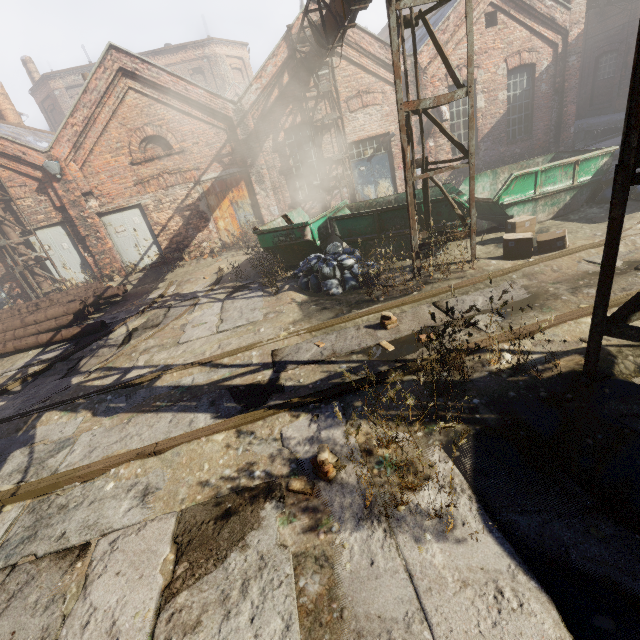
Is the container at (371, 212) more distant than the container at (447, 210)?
Yes

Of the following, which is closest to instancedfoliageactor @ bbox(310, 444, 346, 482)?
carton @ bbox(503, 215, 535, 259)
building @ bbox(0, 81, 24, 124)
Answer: carton @ bbox(503, 215, 535, 259)

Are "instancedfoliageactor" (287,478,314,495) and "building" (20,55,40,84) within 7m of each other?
no

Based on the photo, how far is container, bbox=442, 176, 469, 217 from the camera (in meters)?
7.31

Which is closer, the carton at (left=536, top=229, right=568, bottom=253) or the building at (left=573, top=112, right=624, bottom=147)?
the carton at (left=536, top=229, right=568, bottom=253)

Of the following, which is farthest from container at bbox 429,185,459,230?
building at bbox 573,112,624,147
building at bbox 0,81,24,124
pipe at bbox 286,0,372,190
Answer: building at bbox 0,81,24,124

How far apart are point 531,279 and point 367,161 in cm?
1012

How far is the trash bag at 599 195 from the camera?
8.24m
